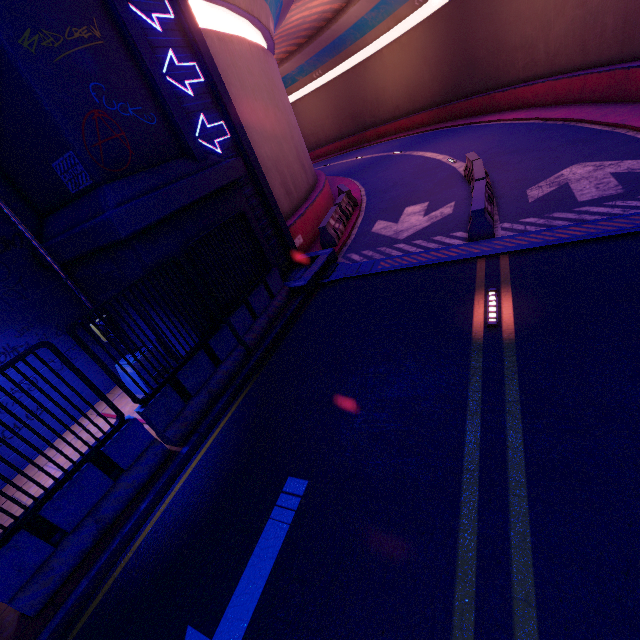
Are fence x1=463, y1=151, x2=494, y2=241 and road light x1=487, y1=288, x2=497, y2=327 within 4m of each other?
yes

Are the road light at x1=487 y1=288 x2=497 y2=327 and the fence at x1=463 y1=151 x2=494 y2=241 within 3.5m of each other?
yes

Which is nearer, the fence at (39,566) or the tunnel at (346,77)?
the fence at (39,566)

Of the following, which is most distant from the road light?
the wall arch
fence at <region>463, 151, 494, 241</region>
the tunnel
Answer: the wall arch

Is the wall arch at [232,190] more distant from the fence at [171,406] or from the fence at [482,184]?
the fence at [482,184]

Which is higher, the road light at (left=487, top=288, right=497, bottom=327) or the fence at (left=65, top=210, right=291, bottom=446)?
the fence at (left=65, top=210, right=291, bottom=446)

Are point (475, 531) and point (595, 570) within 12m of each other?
yes

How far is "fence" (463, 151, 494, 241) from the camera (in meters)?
8.27
